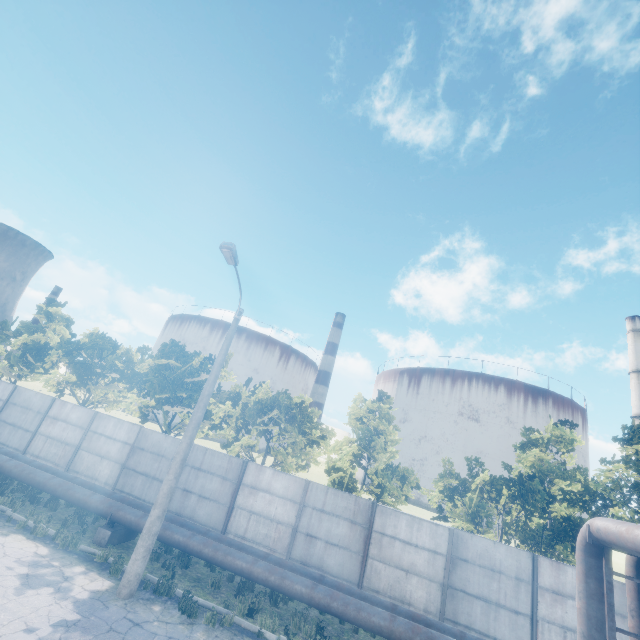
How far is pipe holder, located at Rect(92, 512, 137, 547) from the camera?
11.17m

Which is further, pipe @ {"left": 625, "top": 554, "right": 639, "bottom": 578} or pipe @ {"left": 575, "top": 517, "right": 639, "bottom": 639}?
pipe @ {"left": 625, "top": 554, "right": 639, "bottom": 578}

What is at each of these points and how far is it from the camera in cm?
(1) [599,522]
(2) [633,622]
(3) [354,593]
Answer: (1) pipe, 734
(2) pipe, 716
(3) pipe, 1030

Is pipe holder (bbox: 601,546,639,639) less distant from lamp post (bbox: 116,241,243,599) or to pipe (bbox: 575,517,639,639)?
pipe (bbox: 575,517,639,639)

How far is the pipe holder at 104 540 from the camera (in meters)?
11.17

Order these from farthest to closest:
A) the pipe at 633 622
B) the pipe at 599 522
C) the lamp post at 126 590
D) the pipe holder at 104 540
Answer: the pipe holder at 104 540
the lamp post at 126 590
the pipe at 633 622
the pipe at 599 522

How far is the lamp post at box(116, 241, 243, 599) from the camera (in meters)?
8.89
